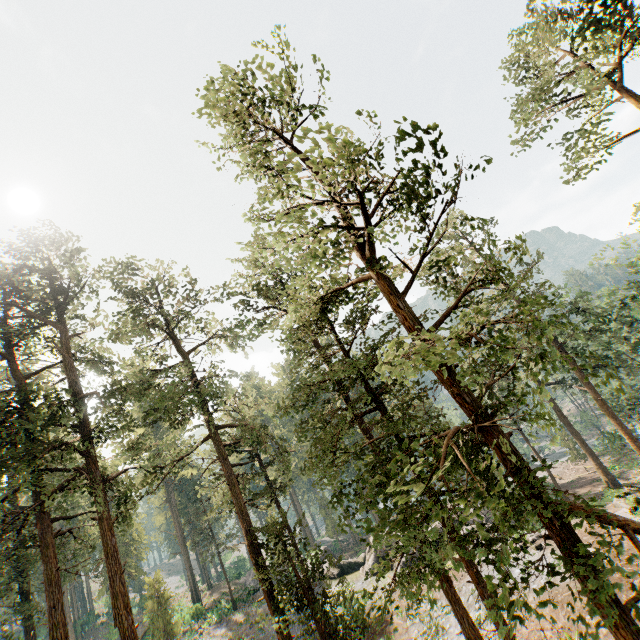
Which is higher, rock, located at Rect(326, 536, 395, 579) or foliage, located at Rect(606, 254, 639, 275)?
foliage, located at Rect(606, 254, 639, 275)

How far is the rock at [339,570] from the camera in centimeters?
2939cm

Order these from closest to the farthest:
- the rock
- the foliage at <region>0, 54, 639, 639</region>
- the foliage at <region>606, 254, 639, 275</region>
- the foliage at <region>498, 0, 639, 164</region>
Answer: the foliage at <region>0, 54, 639, 639</region>
the foliage at <region>498, 0, 639, 164</region>
the foliage at <region>606, 254, 639, 275</region>
the rock

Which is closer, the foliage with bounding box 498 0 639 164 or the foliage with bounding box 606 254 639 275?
the foliage with bounding box 498 0 639 164

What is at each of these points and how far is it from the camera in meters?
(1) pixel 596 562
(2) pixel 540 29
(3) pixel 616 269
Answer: (1) foliage, 4.4
(2) foliage, 19.4
(3) foliage, 29.7

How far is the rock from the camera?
29.39m

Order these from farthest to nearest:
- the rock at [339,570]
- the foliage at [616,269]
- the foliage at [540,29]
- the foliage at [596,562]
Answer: the rock at [339,570] < the foliage at [616,269] < the foliage at [540,29] < the foliage at [596,562]
